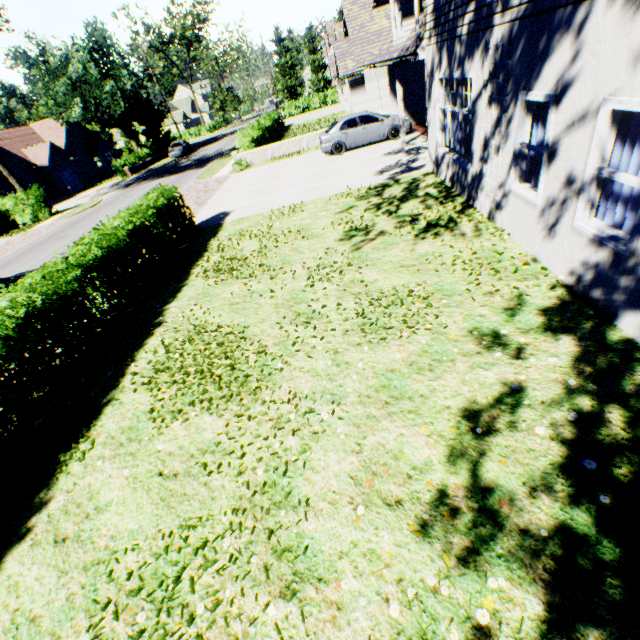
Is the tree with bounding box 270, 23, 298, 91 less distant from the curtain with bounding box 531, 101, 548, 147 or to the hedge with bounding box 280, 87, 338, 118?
the curtain with bounding box 531, 101, 548, 147

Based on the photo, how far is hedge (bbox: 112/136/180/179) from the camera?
35.3 meters

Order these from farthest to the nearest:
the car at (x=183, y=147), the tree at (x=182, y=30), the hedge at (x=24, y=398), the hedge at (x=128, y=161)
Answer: the tree at (x=182, y=30) → the car at (x=183, y=147) → the hedge at (x=128, y=161) → the hedge at (x=24, y=398)

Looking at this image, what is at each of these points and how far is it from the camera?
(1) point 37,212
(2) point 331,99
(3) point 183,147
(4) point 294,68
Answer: (1) hedge, 24.73m
(2) hedge, 46.16m
(3) car, 39.62m
(4) tree, 58.78m

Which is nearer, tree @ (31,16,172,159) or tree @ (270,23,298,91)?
tree @ (31,16,172,159)

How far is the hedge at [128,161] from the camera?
35.3m

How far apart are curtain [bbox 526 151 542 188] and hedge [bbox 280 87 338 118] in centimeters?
4965cm
